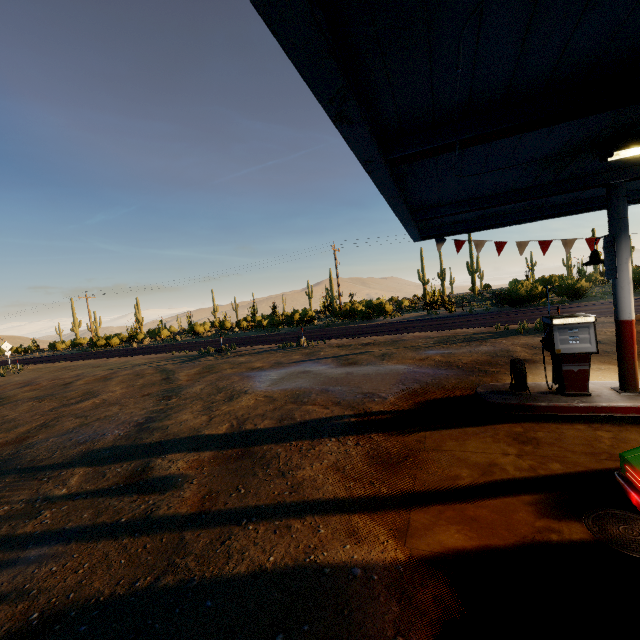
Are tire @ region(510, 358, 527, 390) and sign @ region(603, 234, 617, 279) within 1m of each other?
no

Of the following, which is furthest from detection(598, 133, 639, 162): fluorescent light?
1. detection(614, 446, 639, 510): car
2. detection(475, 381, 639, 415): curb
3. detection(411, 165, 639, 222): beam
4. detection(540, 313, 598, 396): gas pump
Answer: detection(475, 381, 639, 415): curb

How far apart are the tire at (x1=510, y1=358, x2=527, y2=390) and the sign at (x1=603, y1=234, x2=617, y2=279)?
2.2m

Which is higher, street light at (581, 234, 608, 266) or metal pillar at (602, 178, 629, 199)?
metal pillar at (602, 178, 629, 199)

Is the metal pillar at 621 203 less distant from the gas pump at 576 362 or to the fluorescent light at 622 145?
the gas pump at 576 362

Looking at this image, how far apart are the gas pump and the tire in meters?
0.3 m

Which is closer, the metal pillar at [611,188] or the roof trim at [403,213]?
the roof trim at [403,213]

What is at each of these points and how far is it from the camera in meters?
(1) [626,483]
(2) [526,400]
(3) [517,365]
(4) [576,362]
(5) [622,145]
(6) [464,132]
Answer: (1) car, 2.8
(2) curb, 6.2
(3) tire, 6.5
(4) gas pump, 6.1
(5) fluorescent light, 4.4
(6) beam, 3.4
